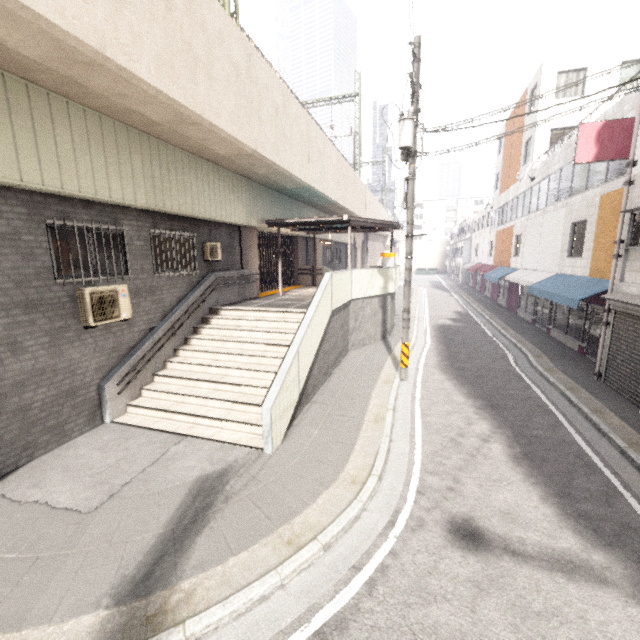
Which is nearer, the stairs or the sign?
the stairs

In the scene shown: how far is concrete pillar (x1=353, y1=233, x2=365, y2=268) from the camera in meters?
35.5

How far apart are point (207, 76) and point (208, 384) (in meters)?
7.46

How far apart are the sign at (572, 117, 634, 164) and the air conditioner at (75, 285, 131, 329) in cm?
1284

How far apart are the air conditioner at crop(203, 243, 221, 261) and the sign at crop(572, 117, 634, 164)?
11.4 meters

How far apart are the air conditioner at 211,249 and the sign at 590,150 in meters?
11.4

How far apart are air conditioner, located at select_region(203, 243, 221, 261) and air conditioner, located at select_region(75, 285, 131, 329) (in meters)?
3.35

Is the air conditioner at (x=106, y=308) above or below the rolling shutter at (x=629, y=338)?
above
